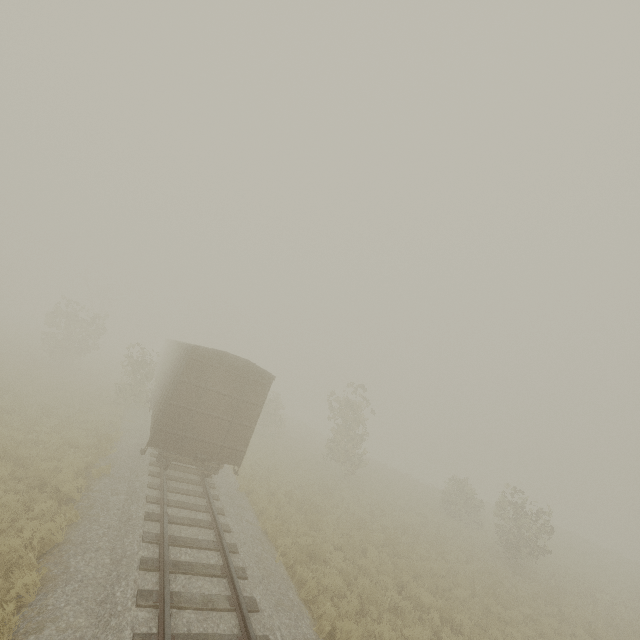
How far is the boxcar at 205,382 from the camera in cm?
1143

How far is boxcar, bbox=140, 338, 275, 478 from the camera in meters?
11.4 m

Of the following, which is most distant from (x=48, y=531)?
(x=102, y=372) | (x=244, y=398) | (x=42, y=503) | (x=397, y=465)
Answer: (x=397, y=465)
